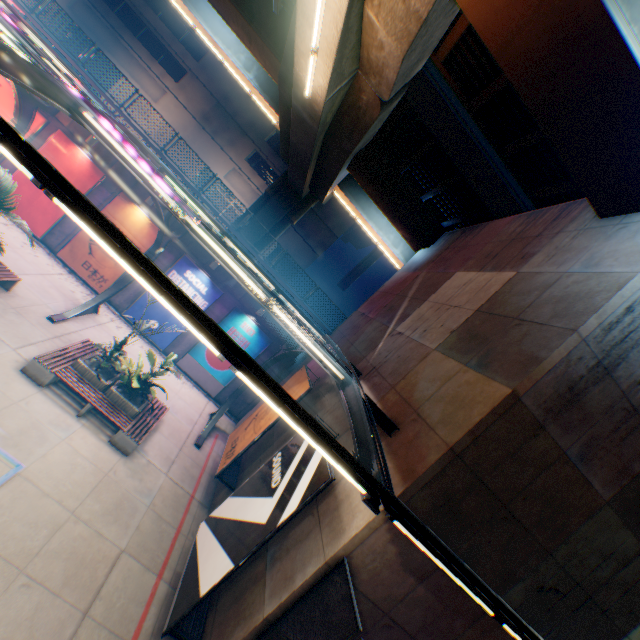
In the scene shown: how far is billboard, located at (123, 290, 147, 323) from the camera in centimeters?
1590cm

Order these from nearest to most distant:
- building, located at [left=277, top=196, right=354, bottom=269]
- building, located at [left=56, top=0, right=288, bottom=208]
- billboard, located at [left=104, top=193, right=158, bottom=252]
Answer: billboard, located at [left=104, top=193, right=158, bottom=252] < building, located at [left=56, top=0, right=288, bottom=208] < building, located at [left=277, top=196, right=354, bottom=269]

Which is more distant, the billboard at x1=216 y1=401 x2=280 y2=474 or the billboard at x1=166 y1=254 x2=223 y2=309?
the billboard at x1=166 y1=254 x2=223 y2=309

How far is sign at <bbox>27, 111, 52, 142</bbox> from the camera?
14.2m

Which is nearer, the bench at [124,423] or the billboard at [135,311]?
the bench at [124,423]

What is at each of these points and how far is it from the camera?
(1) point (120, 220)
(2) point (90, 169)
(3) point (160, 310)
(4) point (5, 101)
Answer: (1) billboard, 15.3 meters
(2) billboard, 14.8 meters
(3) billboard, 16.1 meters
(4) sign, 13.9 meters

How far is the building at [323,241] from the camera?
36.4 meters

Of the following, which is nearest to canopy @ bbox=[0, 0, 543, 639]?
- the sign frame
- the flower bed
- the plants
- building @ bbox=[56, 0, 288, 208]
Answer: the sign frame
